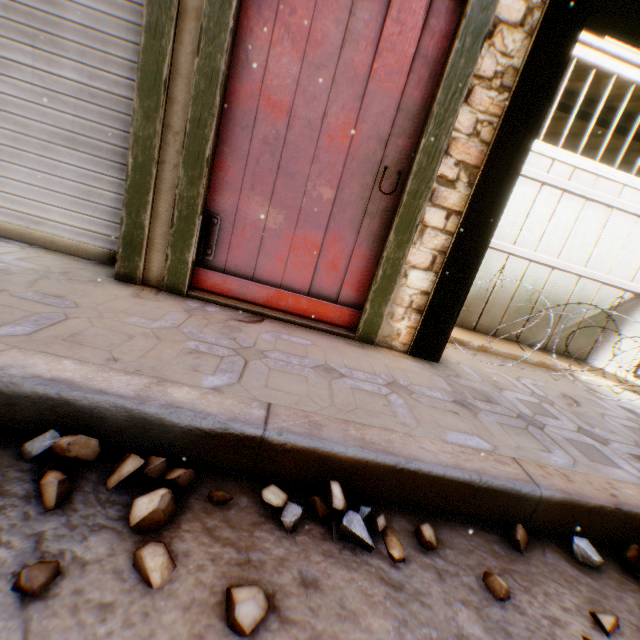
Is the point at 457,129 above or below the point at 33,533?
above

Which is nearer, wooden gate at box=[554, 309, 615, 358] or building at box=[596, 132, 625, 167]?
wooden gate at box=[554, 309, 615, 358]

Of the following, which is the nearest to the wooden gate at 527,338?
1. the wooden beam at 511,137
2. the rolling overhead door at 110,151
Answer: the wooden beam at 511,137

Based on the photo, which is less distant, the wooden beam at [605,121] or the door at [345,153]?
the door at [345,153]

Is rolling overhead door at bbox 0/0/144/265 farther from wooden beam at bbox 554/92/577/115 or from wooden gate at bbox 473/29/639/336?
wooden gate at bbox 473/29/639/336

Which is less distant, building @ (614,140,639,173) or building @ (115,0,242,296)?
building @ (115,0,242,296)

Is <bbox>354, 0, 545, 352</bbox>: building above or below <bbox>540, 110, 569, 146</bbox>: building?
below

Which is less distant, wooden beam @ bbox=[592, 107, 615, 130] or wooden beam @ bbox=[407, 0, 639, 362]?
wooden beam @ bbox=[407, 0, 639, 362]
